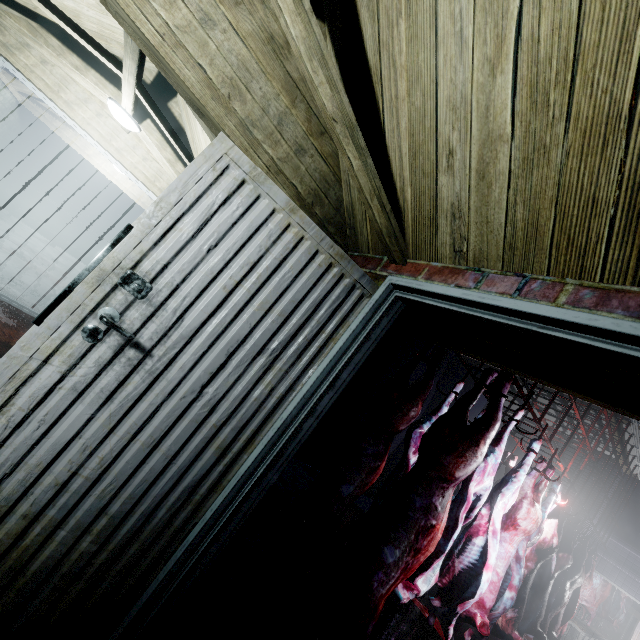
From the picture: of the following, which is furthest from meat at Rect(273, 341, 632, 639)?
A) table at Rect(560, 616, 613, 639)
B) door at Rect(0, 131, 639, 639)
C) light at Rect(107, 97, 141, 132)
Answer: table at Rect(560, 616, 613, 639)

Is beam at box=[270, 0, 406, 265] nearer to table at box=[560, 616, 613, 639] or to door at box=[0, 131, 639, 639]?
door at box=[0, 131, 639, 639]

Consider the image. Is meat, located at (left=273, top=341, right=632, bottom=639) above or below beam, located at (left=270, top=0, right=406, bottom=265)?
below

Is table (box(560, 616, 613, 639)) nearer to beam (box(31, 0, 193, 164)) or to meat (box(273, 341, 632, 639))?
meat (box(273, 341, 632, 639))

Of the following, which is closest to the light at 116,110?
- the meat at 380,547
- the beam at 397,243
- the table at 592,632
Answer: the beam at 397,243

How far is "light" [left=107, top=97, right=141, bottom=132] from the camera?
2.9 meters

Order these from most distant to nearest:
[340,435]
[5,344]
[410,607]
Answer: [340,435] → [410,607] → [5,344]

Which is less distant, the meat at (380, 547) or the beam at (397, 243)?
the beam at (397, 243)
